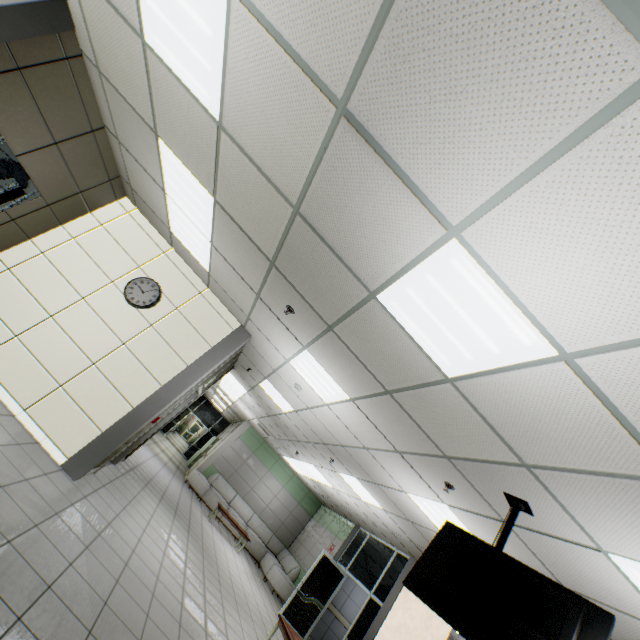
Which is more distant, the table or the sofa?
the sofa

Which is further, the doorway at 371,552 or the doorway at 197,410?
the doorway at 197,410

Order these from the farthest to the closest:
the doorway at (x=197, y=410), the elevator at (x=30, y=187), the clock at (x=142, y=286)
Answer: the doorway at (x=197, y=410), the clock at (x=142, y=286), the elevator at (x=30, y=187)

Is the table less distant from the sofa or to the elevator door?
the sofa

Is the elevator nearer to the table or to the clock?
the clock

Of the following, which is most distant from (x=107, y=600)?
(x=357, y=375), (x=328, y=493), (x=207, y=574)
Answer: (x=328, y=493)

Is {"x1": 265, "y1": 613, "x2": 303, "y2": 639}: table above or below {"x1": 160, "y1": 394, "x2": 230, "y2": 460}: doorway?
below

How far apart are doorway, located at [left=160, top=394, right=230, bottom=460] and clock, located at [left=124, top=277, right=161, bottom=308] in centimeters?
1647cm
